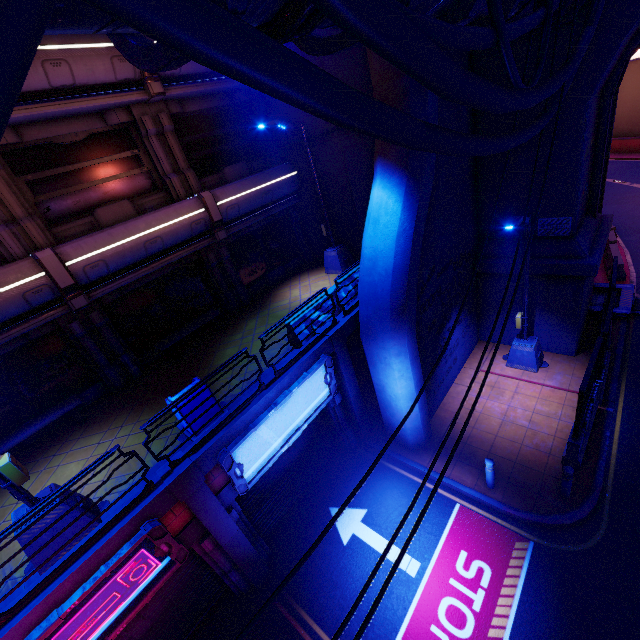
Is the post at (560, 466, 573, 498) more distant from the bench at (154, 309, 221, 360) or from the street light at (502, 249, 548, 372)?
the bench at (154, 309, 221, 360)

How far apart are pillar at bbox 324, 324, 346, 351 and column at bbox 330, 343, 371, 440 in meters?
0.0 m

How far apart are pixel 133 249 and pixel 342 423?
8.8 meters

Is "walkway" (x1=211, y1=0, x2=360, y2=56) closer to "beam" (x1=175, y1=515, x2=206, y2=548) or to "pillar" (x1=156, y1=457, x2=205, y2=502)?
"pillar" (x1=156, y1=457, x2=205, y2=502)

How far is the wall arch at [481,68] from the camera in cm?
932

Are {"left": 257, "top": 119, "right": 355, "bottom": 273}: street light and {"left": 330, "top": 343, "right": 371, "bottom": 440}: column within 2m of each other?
no

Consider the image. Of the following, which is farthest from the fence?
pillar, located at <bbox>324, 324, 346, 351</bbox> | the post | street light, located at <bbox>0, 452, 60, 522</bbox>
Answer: street light, located at <bbox>0, 452, 60, 522</bbox>

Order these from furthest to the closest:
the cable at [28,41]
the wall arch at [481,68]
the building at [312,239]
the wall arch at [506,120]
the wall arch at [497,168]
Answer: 1. the building at [312,239]
2. the wall arch at [497,168]
3. the wall arch at [506,120]
4. the wall arch at [481,68]
5. the cable at [28,41]
